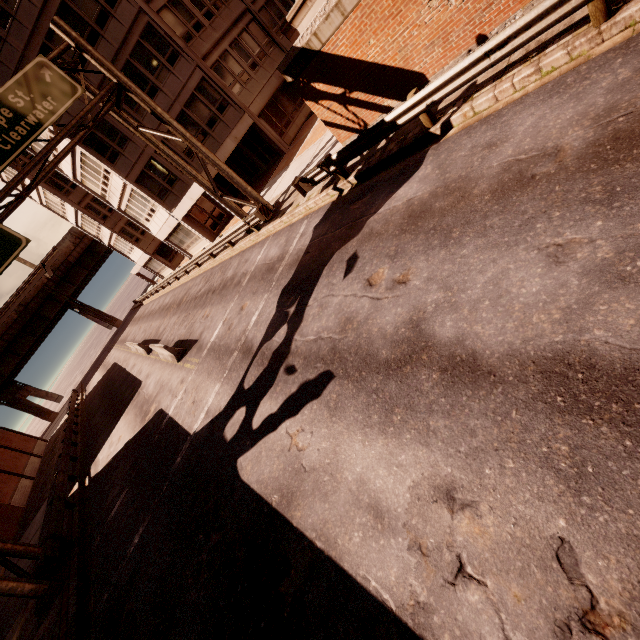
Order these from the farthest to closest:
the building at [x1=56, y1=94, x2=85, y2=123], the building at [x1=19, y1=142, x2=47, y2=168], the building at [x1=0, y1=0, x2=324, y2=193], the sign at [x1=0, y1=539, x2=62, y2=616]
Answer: the building at [x1=19, y1=142, x2=47, y2=168] → the building at [x1=56, y1=94, x2=85, y2=123] → the building at [x1=0, y1=0, x2=324, y2=193] → the sign at [x1=0, y1=539, x2=62, y2=616]

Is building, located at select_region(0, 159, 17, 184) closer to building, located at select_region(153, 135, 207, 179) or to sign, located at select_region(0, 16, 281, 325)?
building, located at select_region(153, 135, 207, 179)

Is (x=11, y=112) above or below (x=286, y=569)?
above

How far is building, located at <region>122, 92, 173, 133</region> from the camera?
21.5 meters

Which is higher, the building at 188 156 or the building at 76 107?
the building at 76 107

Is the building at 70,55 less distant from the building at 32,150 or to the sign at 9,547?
the building at 32,150

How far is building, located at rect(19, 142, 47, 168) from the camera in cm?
2483
